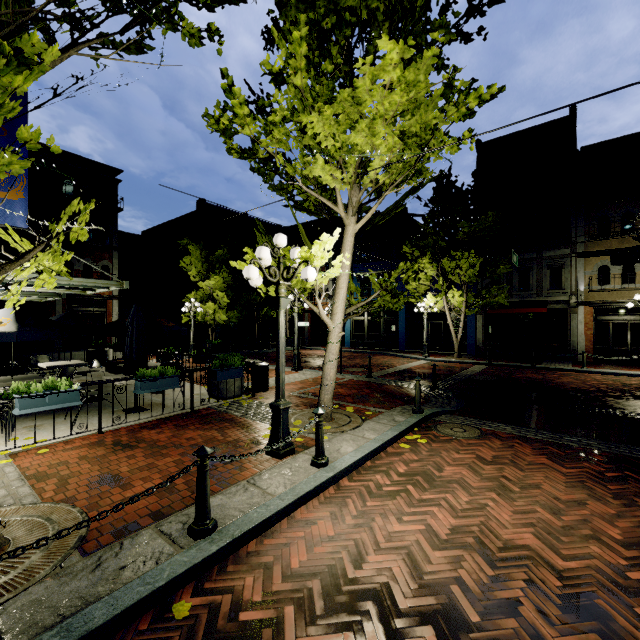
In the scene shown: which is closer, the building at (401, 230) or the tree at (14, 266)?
the tree at (14, 266)

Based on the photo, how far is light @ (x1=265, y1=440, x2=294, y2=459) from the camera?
5.2 meters

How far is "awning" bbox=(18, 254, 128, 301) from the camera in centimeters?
702cm

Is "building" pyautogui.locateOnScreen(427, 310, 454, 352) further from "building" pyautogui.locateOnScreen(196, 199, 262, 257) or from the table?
the table

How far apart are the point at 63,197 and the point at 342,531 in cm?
2374

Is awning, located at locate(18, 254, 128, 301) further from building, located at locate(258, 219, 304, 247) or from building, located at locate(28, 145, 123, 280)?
building, located at locate(258, 219, 304, 247)

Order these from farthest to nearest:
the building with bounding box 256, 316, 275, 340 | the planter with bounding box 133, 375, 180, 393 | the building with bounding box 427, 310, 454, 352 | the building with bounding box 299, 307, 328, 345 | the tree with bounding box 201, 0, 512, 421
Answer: the building with bounding box 256, 316, 275, 340, the building with bounding box 299, 307, 328, 345, the building with bounding box 427, 310, 454, 352, the planter with bounding box 133, 375, 180, 393, the tree with bounding box 201, 0, 512, 421

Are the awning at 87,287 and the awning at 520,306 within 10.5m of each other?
no
